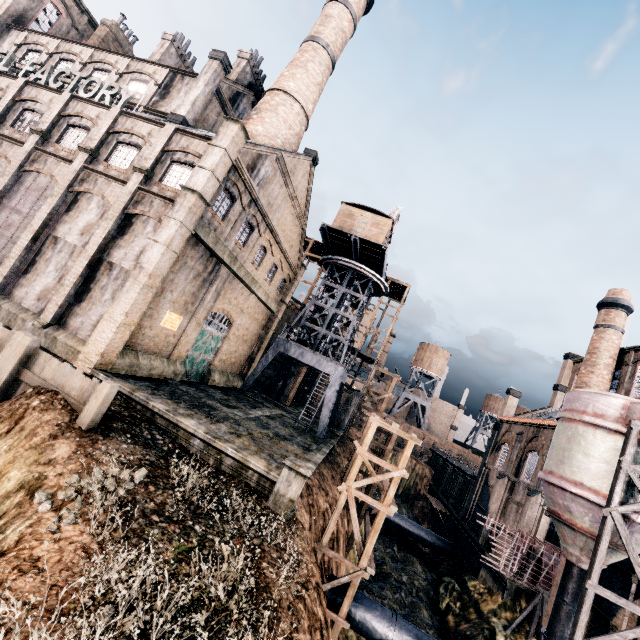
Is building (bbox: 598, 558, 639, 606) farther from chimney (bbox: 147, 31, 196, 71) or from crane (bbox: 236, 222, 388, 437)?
chimney (bbox: 147, 31, 196, 71)

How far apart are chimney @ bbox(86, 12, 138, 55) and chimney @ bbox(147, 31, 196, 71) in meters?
7.5 m

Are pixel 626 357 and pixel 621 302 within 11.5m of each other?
yes

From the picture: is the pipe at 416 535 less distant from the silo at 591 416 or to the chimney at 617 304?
the chimney at 617 304

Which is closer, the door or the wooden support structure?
the wooden support structure

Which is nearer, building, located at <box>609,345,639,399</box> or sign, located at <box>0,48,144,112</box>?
sign, located at <box>0,48,144,112</box>

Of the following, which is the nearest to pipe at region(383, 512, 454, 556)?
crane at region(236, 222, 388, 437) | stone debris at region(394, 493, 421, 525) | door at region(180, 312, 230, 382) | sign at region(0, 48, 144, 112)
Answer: stone debris at region(394, 493, 421, 525)

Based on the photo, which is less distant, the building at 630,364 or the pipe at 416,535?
the building at 630,364
